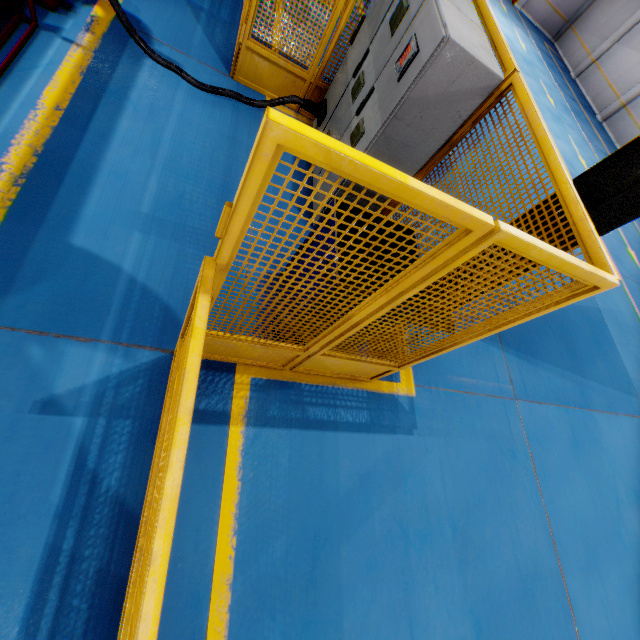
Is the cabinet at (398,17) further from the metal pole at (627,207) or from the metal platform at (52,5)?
the metal platform at (52,5)

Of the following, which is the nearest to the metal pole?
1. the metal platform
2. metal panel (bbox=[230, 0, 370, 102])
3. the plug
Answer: metal panel (bbox=[230, 0, 370, 102])

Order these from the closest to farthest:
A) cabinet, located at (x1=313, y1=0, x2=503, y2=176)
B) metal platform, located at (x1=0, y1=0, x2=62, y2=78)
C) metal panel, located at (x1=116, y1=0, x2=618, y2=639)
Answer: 1. metal panel, located at (x1=116, y1=0, x2=618, y2=639)
2. cabinet, located at (x1=313, y1=0, x2=503, y2=176)
3. metal platform, located at (x1=0, y1=0, x2=62, y2=78)

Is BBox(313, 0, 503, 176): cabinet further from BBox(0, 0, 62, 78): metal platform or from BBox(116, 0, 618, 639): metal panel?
BBox(0, 0, 62, 78): metal platform

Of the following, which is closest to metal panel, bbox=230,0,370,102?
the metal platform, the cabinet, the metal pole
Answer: the cabinet

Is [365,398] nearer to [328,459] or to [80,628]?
[328,459]

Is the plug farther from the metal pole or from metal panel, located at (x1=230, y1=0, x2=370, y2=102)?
the metal pole

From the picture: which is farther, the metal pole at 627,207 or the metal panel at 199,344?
the metal pole at 627,207
